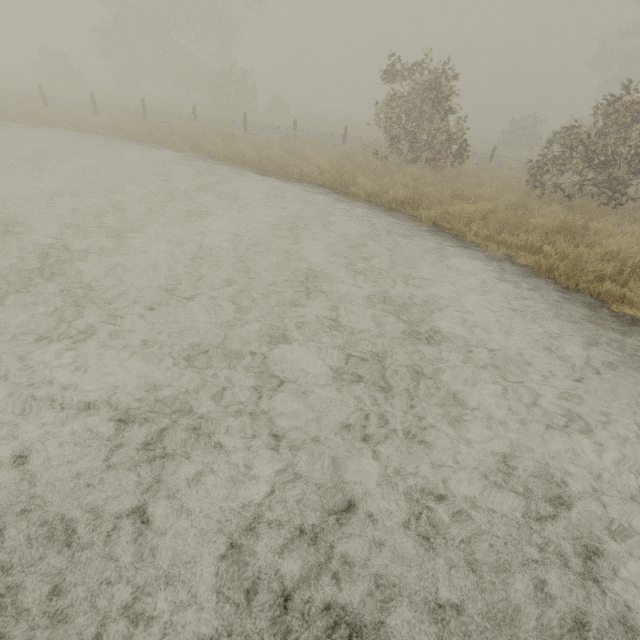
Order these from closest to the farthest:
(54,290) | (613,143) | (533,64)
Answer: (54,290)
(613,143)
(533,64)
